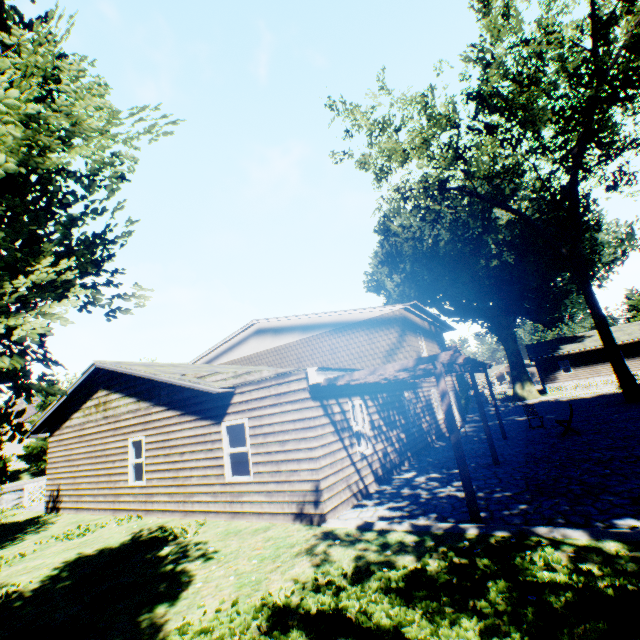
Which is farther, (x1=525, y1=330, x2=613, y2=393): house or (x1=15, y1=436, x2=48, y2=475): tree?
(x1=525, y1=330, x2=613, y2=393): house

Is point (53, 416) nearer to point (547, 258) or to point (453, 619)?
point (453, 619)

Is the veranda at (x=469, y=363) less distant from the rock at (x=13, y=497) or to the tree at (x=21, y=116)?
the tree at (x=21, y=116)

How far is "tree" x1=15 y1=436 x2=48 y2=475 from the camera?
2.7 meters

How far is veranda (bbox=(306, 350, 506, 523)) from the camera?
6.1 meters

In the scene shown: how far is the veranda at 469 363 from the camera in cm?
609

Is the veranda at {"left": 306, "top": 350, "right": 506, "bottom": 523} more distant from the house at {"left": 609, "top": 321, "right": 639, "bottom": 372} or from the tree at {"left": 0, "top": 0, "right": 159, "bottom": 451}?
the house at {"left": 609, "top": 321, "right": 639, "bottom": 372}

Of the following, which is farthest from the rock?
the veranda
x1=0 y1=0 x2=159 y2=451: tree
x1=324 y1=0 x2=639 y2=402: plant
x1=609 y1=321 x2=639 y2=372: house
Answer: x1=609 y1=321 x2=639 y2=372: house
